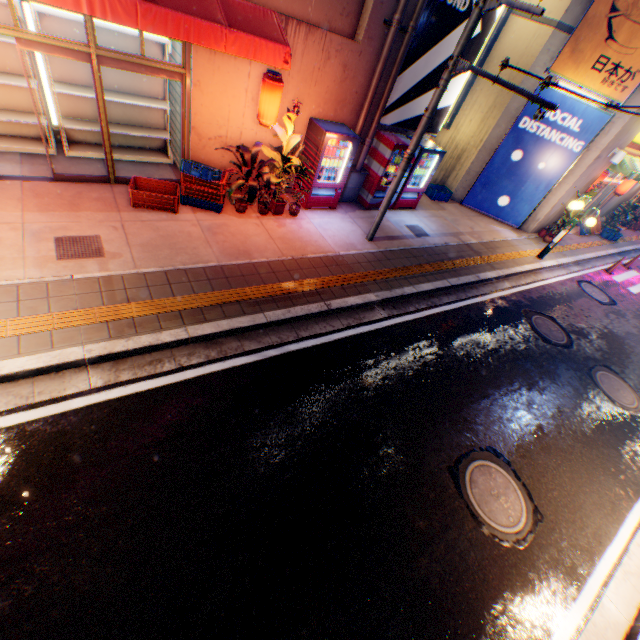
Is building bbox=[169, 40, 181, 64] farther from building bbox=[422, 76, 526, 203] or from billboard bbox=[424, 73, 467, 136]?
building bbox=[422, 76, 526, 203]

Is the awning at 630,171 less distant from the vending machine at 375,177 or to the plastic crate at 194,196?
the vending machine at 375,177

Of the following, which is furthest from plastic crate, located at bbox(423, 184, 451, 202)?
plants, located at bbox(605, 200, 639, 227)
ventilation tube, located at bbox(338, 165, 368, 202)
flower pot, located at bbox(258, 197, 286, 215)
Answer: plants, located at bbox(605, 200, 639, 227)

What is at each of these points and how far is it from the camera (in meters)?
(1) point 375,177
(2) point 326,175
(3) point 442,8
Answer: (1) vending machine, 9.77
(2) bottle, 8.83
(3) billboard, 7.58

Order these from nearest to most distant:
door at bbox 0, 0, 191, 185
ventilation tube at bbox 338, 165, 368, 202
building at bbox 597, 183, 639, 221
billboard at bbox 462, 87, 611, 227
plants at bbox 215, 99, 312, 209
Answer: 1. door at bbox 0, 0, 191, 185
2. plants at bbox 215, 99, 312, 209
3. ventilation tube at bbox 338, 165, 368, 202
4. billboard at bbox 462, 87, 611, 227
5. building at bbox 597, 183, 639, 221

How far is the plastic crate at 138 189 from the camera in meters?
6.8 m

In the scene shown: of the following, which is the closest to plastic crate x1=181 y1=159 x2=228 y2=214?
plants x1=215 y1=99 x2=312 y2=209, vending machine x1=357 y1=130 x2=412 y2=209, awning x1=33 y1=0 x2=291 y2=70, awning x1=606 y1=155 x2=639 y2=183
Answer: plants x1=215 y1=99 x2=312 y2=209

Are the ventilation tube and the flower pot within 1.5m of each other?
no
